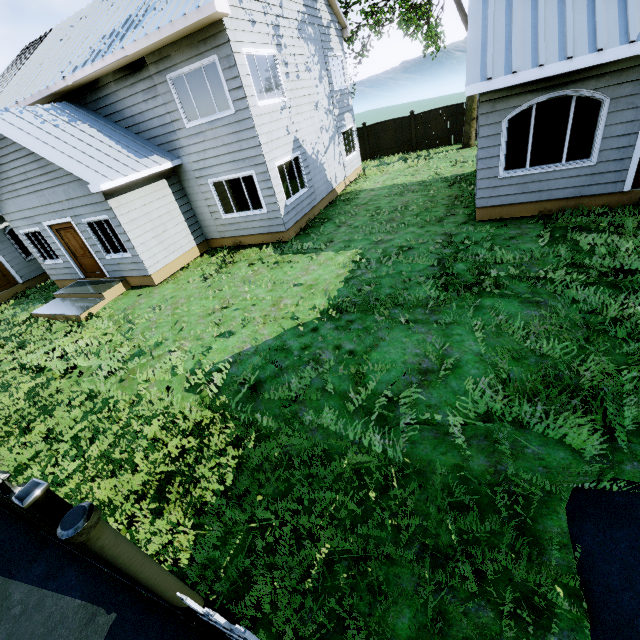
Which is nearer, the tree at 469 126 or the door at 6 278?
the door at 6 278

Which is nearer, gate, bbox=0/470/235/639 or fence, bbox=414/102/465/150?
gate, bbox=0/470/235/639

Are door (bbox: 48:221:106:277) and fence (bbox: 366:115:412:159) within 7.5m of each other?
no

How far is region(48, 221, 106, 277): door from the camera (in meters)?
11.06

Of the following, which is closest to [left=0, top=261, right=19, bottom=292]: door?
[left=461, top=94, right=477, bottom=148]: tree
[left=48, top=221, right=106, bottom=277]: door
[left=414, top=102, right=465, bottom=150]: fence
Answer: [left=48, top=221, right=106, bottom=277]: door

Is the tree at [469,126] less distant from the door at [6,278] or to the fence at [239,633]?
the fence at [239,633]

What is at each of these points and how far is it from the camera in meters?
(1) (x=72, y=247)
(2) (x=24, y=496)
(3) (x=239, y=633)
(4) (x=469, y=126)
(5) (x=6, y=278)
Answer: (1) door, 11.6 m
(2) gate, 1.8 m
(3) fence, 2.3 m
(4) tree, 17.0 m
(5) door, 13.8 m

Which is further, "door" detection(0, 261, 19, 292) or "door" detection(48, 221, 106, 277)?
"door" detection(0, 261, 19, 292)
